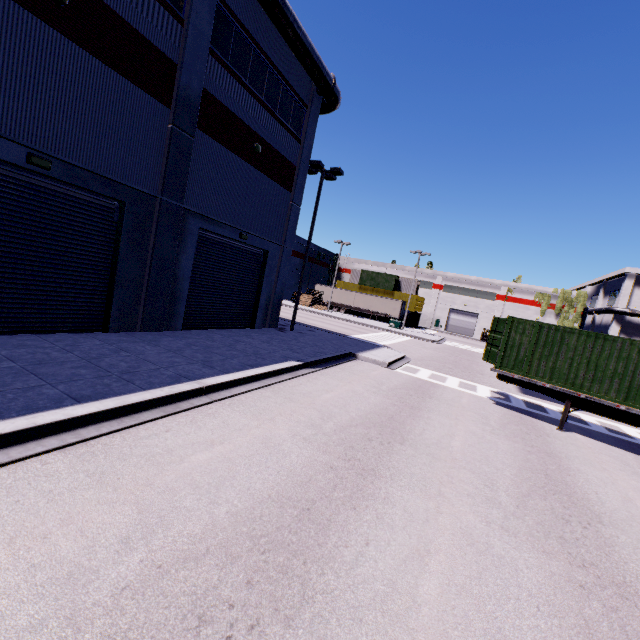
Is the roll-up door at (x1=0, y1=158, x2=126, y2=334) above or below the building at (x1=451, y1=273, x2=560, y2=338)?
below

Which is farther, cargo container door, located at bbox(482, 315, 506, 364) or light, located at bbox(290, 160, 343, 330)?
light, located at bbox(290, 160, 343, 330)

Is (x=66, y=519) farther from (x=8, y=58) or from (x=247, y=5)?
(x=247, y=5)

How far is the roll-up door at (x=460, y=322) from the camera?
58.7m

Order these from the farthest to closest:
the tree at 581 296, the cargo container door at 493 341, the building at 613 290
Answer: the tree at 581 296 < the building at 613 290 < the cargo container door at 493 341

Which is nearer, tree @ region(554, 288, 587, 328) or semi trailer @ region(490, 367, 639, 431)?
semi trailer @ region(490, 367, 639, 431)

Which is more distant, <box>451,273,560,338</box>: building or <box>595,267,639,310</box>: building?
<box>451,273,560,338</box>: building

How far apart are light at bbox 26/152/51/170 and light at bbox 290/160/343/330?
12.5m
